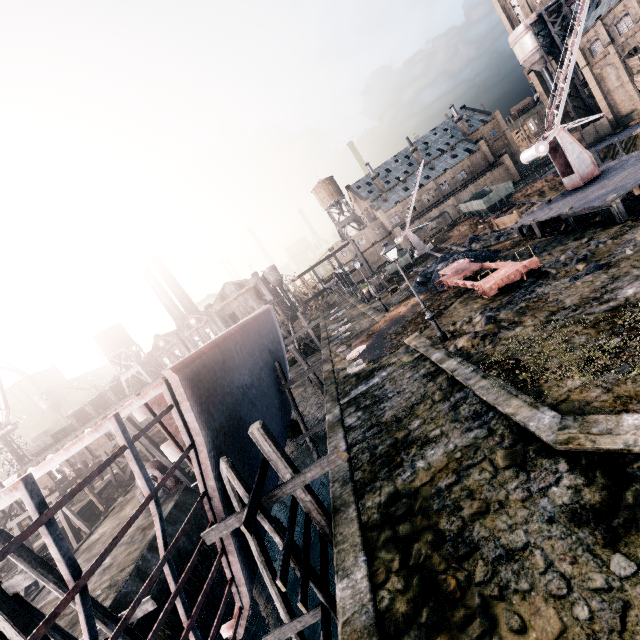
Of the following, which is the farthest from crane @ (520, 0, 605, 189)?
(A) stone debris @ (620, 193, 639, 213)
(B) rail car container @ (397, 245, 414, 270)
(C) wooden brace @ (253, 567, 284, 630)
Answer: (C) wooden brace @ (253, 567, 284, 630)

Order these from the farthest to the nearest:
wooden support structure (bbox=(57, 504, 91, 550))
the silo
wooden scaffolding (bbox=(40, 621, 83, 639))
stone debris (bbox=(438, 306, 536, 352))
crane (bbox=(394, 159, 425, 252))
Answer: the silo
crane (bbox=(394, 159, 425, 252))
wooden support structure (bbox=(57, 504, 91, 550))
stone debris (bbox=(438, 306, 536, 352))
wooden scaffolding (bbox=(40, 621, 83, 639))

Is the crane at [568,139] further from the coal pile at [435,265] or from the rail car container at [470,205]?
the rail car container at [470,205]

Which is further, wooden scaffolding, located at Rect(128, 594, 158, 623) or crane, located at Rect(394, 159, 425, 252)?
crane, located at Rect(394, 159, 425, 252)

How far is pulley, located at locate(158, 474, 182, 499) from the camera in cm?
2225

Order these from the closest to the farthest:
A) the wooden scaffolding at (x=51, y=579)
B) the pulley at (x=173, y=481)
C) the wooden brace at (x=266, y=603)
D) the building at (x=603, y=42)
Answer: the wooden scaffolding at (x=51, y=579), the wooden brace at (x=266, y=603), the pulley at (x=173, y=481), the building at (x=603, y=42)

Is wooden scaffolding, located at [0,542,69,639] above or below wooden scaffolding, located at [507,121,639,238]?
above

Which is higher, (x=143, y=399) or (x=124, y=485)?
(x=143, y=399)
